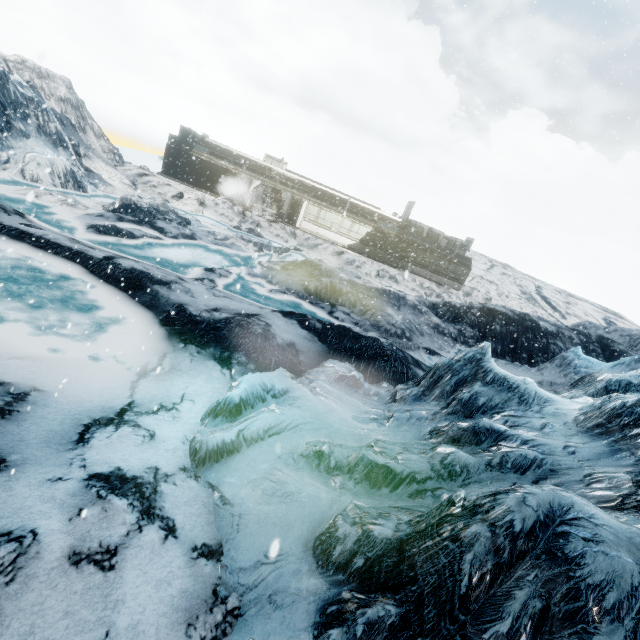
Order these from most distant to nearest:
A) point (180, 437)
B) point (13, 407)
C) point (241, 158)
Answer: point (241, 158), point (180, 437), point (13, 407)
